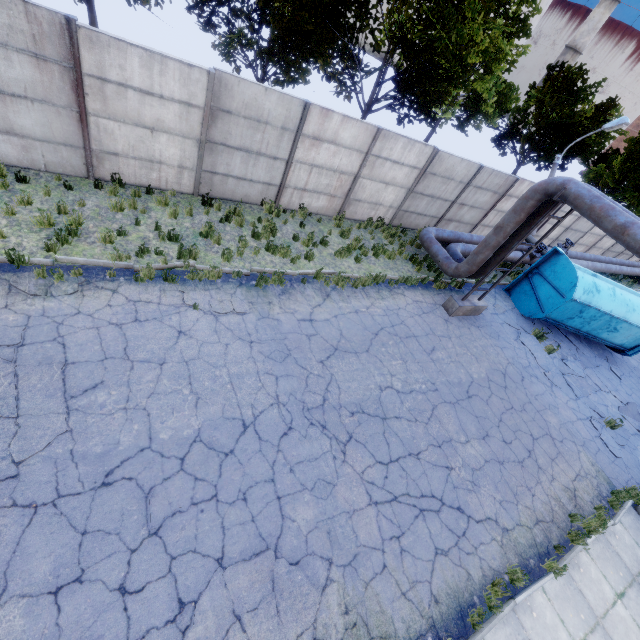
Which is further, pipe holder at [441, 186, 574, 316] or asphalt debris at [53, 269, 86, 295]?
pipe holder at [441, 186, 574, 316]

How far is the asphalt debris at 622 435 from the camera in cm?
1035

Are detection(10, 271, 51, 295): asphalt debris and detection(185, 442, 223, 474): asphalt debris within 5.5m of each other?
yes

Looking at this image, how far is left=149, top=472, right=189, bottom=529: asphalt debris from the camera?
4.9m

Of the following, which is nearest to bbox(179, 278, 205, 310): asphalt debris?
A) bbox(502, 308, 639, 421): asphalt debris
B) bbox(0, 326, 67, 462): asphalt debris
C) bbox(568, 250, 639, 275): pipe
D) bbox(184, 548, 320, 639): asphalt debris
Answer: bbox(0, 326, 67, 462): asphalt debris

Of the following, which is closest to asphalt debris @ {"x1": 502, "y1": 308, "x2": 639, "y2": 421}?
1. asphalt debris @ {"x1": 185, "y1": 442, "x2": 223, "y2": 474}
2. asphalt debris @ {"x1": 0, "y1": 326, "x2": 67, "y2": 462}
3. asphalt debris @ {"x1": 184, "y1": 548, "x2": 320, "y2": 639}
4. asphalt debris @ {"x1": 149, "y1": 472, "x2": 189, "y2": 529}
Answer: asphalt debris @ {"x1": 184, "y1": 548, "x2": 320, "y2": 639}

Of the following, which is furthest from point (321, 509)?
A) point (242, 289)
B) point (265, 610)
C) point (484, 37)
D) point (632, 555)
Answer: point (484, 37)

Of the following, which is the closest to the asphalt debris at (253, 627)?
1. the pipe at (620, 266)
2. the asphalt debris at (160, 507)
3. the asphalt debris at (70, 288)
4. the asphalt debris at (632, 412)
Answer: the asphalt debris at (160, 507)
